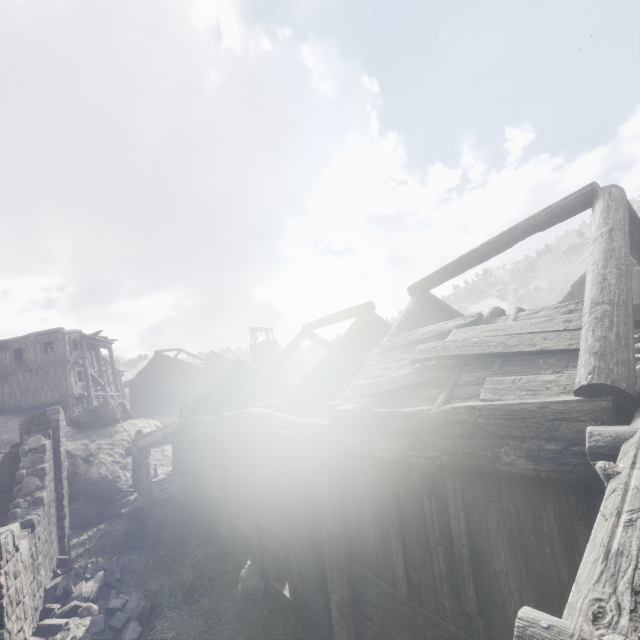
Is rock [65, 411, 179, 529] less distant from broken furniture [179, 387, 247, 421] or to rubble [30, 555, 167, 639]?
broken furniture [179, 387, 247, 421]

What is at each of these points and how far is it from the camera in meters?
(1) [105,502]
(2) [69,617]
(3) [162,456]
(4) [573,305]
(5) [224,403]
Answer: (1) rock, 19.0 m
(2) rubble, 8.7 m
(3) rock, 24.5 m
(4) building, 4.8 m
(5) broken furniture, 14.9 m

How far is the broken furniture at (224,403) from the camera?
14.1m

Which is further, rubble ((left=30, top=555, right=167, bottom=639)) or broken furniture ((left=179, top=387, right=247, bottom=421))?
broken furniture ((left=179, top=387, right=247, bottom=421))

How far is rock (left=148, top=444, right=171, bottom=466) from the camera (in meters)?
23.53

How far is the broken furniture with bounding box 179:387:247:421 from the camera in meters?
14.1

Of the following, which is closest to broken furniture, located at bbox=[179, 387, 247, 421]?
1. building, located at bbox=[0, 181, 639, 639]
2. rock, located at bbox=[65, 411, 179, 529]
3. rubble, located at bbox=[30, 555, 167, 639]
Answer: building, located at bbox=[0, 181, 639, 639]

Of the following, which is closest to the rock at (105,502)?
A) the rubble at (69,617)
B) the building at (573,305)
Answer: the building at (573,305)
